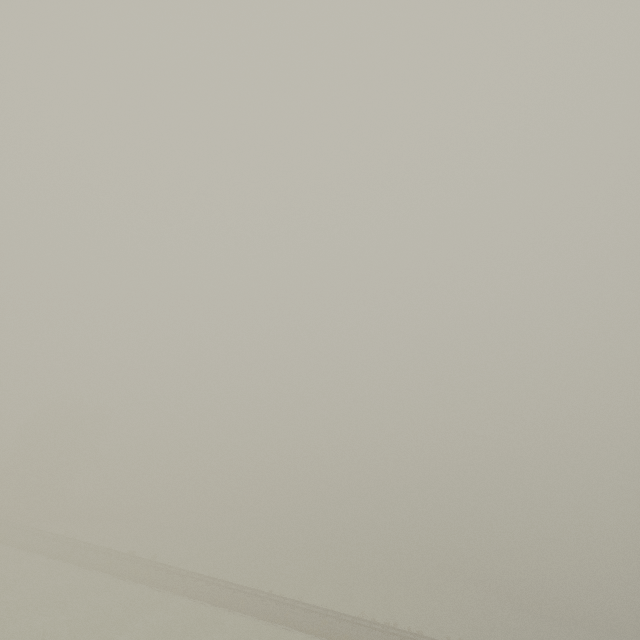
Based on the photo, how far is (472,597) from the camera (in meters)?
54.28
